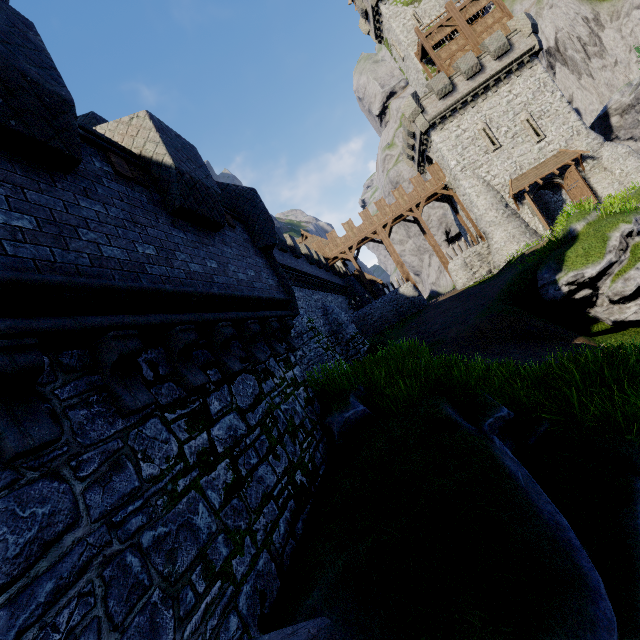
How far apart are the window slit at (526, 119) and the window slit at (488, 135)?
2.0m

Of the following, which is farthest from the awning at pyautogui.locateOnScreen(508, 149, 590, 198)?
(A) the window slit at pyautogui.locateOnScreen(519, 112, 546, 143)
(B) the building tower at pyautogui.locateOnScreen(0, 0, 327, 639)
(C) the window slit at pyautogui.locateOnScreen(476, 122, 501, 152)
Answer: (B) the building tower at pyautogui.locateOnScreen(0, 0, 327, 639)

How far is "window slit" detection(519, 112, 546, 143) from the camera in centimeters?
2686cm

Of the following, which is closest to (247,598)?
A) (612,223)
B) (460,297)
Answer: (612,223)

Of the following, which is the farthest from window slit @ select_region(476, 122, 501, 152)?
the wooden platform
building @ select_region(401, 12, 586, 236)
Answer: the wooden platform

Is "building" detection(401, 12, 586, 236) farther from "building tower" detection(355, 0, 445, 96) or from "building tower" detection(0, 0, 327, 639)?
"building tower" detection(0, 0, 327, 639)

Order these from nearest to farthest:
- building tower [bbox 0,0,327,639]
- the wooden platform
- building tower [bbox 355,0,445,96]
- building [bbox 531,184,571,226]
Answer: building tower [bbox 0,0,327,639], the wooden platform, building [bbox 531,184,571,226], building tower [bbox 355,0,445,96]

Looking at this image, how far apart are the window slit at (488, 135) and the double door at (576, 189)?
4.2m
